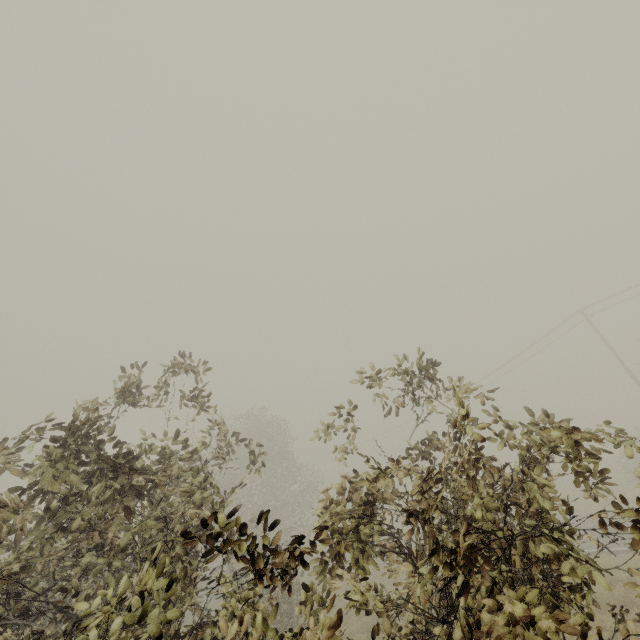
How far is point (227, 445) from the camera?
6.4 meters
